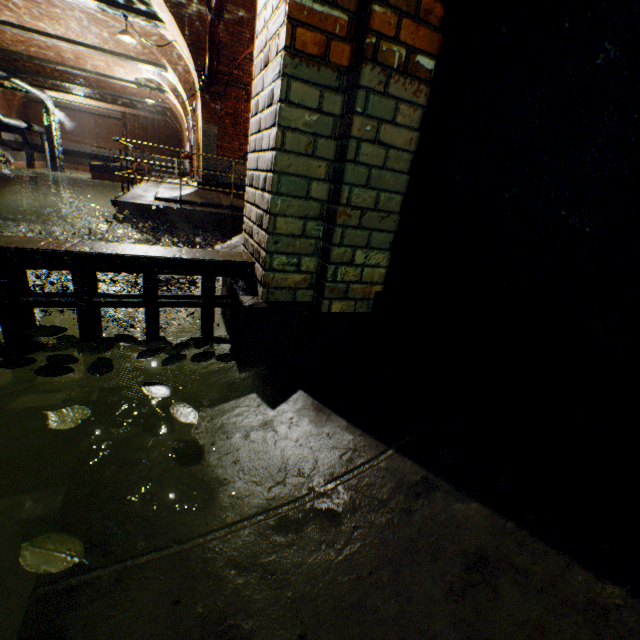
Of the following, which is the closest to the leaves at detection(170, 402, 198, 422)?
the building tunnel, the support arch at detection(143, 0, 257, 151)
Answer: the building tunnel

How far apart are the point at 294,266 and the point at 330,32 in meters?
1.0 m

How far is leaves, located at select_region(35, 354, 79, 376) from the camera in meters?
1.4

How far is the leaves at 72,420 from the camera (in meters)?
1.16

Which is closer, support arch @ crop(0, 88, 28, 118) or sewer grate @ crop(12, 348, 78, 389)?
sewer grate @ crop(12, 348, 78, 389)

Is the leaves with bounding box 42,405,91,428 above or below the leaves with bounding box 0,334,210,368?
below

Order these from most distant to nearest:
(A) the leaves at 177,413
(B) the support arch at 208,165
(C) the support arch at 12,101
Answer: (C) the support arch at 12,101
(B) the support arch at 208,165
(A) the leaves at 177,413

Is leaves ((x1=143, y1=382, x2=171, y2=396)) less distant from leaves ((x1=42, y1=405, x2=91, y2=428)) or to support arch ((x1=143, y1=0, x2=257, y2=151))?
leaves ((x1=42, y1=405, x2=91, y2=428))
